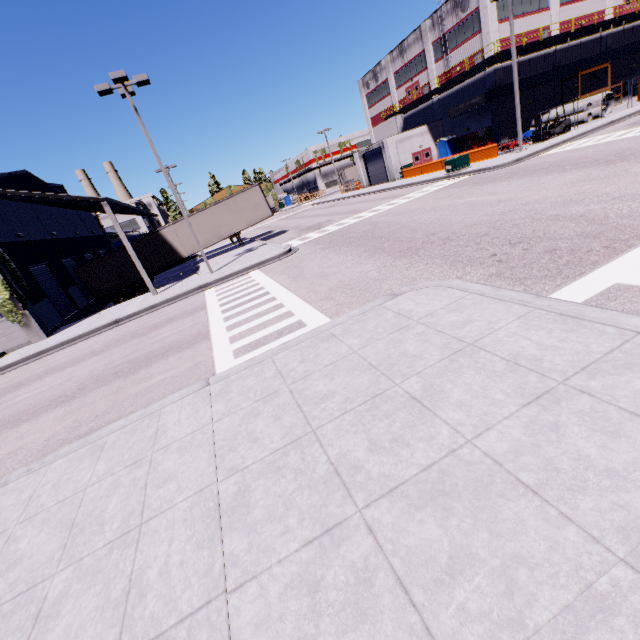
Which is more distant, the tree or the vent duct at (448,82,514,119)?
the vent duct at (448,82,514,119)

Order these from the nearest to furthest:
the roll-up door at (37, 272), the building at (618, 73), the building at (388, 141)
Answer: the roll-up door at (37, 272)
the building at (388, 141)
the building at (618, 73)

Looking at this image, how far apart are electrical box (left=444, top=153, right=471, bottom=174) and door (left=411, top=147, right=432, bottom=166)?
14.2 meters

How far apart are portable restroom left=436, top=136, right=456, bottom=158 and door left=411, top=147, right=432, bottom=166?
0.77m

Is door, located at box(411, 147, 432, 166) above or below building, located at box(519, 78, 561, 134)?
below

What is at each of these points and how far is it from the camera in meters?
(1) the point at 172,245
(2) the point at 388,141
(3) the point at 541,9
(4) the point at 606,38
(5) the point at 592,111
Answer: (1) semi trailer, 25.2 m
(2) building, 37.7 m
(3) building, 31.6 m
(4) building, 35.0 m
(5) concrete pipe, 29.6 m

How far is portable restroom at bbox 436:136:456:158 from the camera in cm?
3844

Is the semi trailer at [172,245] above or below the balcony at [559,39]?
below
